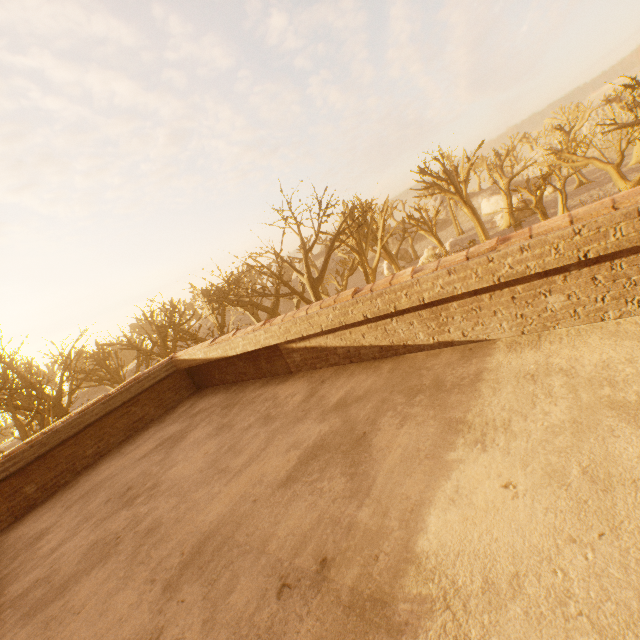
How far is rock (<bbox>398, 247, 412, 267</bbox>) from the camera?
50.5 meters

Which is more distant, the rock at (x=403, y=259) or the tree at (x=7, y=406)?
the rock at (x=403, y=259)

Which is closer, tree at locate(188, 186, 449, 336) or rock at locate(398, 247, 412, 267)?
tree at locate(188, 186, 449, 336)

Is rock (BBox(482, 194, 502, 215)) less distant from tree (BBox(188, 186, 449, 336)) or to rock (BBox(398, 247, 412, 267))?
tree (BBox(188, 186, 449, 336))

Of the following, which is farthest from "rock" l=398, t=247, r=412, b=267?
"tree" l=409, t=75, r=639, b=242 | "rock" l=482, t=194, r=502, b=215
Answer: "rock" l=482, t=194, r=502, b=215

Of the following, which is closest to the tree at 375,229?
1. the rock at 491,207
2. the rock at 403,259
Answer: the rock at 403,259

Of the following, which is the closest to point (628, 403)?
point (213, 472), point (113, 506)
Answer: point (213, 472)

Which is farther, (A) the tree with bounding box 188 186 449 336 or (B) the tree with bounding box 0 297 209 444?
(A) the tree with bounding box 188 186 449 336
